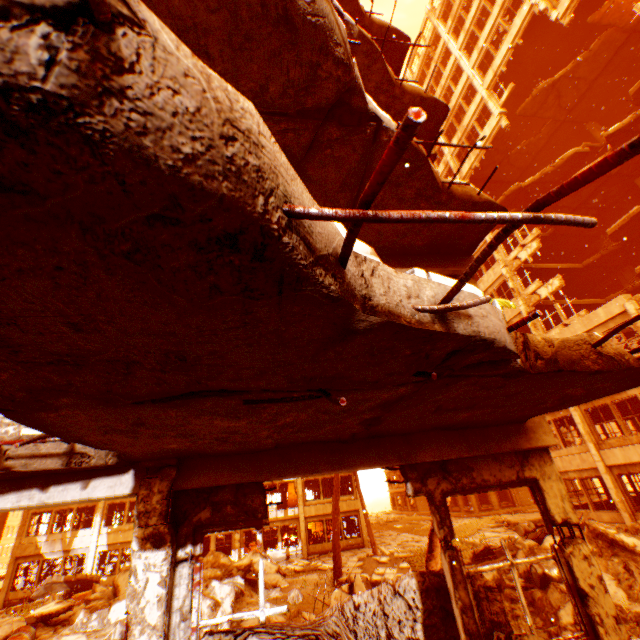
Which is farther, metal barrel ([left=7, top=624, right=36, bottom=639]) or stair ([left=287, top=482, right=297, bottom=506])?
stair ([left=287, top=482, right=297, bottom=506])

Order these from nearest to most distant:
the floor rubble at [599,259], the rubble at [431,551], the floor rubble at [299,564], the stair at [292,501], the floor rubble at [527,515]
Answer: the rubble at [431,551]
the floor rubble at [527,515]
the floor rubble at [299,564]
the floor rubble at [599,259]
the stair at [292,501]

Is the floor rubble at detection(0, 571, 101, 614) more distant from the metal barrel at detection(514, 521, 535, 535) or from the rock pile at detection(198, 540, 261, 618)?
the metal barrel at detection(514, 521, 535, 535)

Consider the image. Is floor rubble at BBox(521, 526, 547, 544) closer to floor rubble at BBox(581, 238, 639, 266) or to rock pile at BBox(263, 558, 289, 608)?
rock pile at BBox(263, 558, 289, 608)

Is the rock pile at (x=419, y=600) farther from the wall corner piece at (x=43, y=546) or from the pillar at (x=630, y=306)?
the wall corner piece at (x=43, y=546)

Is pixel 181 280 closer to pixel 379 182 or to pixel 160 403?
pixel 379 182

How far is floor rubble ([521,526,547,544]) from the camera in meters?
12.1

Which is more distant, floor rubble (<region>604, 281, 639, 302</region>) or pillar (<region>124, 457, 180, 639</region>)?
floor rubble (<region>604, 281, 639, 302</region>)
